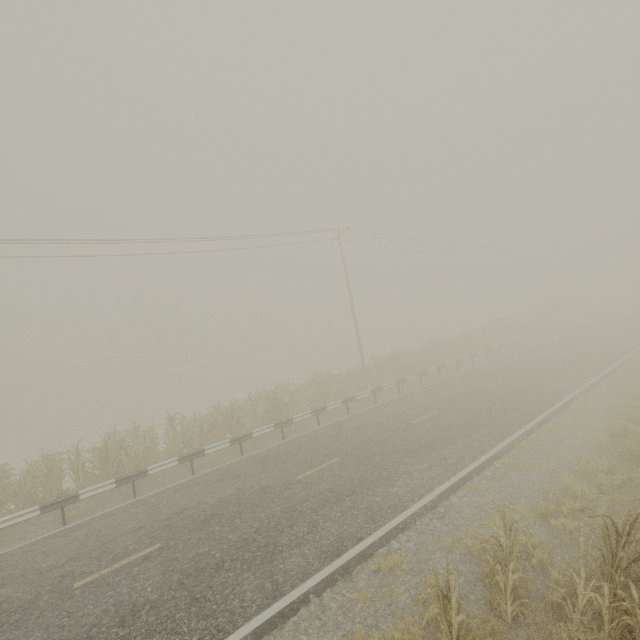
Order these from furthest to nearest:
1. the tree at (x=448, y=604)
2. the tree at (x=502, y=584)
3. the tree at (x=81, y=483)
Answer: the tree at (x=81, y=483) → the tree at (x=502, y=584) → the tree at (x=448, y=604)

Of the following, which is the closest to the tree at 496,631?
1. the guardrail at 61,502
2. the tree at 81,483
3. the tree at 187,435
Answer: the guardrail at 61,502

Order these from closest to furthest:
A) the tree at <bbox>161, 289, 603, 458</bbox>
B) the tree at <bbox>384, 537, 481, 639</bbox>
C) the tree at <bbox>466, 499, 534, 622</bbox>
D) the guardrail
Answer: the tree at <bbox>384, 537, 481, 639</bbox>, the tree at <bbox>466, 499, 534, 622</bbox>, the guardrail, the tree at <bbox>161, 289, 603, 458</bbox>

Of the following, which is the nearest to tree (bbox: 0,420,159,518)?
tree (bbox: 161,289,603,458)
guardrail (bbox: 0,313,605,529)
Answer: guardrail (bbox: 0,313,605,529)

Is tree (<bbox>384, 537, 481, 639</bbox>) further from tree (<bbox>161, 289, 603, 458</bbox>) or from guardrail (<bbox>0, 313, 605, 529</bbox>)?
tree (<bbox>161, 289, 603, 458</bbox>)

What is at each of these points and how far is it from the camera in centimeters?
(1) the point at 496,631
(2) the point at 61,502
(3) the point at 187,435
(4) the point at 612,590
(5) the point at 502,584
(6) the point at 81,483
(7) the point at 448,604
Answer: (1) tree, 494cm
(2) guardrail, 1012cm
(3) tree, 1578cm
(4) tree, 455cm
(5) tree, 522cm
(6) tree, 1248cm
(7) tree, 447cm

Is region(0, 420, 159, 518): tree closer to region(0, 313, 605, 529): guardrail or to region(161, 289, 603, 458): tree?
region(0, 313, 605, 529): guardrail
